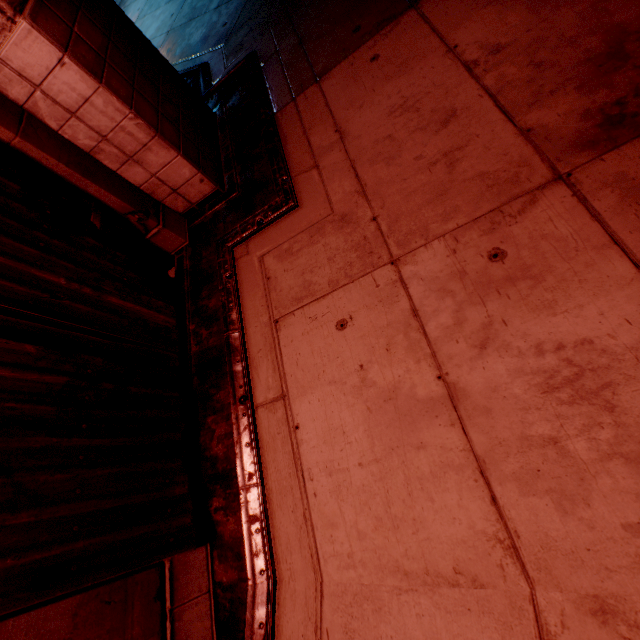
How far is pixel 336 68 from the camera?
2.7 meters
